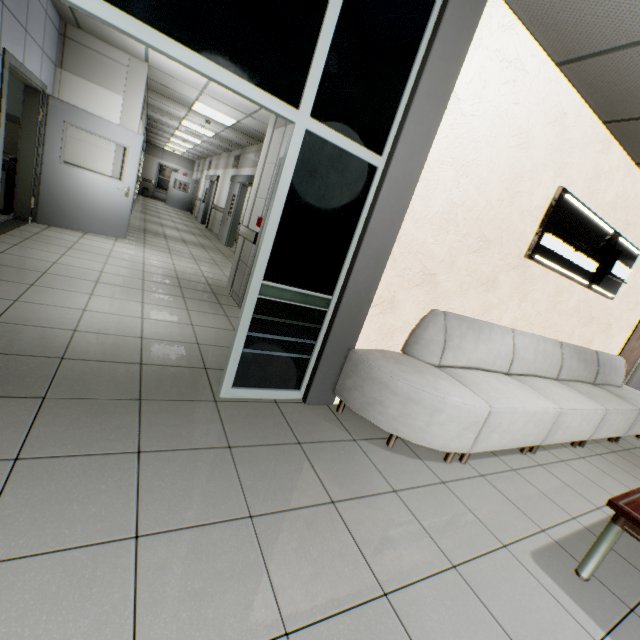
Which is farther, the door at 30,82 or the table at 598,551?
the door at 30,82

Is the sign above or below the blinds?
above

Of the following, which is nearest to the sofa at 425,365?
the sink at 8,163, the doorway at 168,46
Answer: the doorway at 168,46

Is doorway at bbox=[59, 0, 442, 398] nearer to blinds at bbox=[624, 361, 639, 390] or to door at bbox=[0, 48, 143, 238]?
door at bbox=[0, 48, 143, 238]

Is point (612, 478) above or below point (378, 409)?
below

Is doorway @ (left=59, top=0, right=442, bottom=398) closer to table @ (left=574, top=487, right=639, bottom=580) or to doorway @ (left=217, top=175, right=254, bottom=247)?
table @ (left=574, top=487, right=639, bottom=580)

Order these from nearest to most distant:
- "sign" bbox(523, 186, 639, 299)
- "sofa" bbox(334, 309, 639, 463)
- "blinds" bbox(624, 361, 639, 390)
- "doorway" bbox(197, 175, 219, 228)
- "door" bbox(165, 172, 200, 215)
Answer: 1. "sofa" bbox(334, 309, 639, 463)
2. "sign" bbox(523, 186, 639, 299)
3. "blinds" bbox(624, 361, 639, 390)
4. "doorway" bbox(197, 175, 219, 228)
5. "door" bbox(165, 172, 200, 215)

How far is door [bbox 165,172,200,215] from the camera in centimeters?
1984cm
